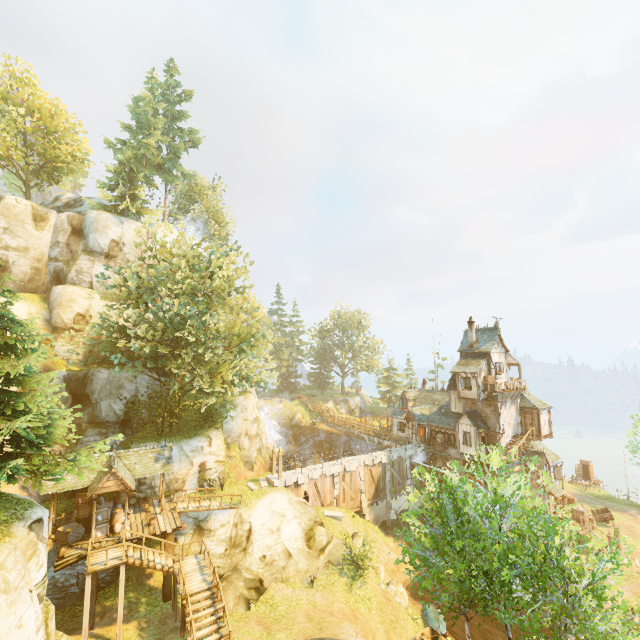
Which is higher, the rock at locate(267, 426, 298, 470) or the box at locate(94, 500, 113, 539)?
the box at locate(94, 500, 113, 539)

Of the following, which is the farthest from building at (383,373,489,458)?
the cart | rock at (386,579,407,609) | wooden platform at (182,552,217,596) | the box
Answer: the box

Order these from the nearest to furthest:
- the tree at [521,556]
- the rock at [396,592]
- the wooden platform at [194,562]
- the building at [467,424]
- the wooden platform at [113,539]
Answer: the tree at [521,556], the wooden platform at [194,562], the wooden platform at [113,539], the rock at [396,592], the building at [467,424]

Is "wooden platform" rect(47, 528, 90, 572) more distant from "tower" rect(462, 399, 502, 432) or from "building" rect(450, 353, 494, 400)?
"tower" rect(462, 399, 502, 432)

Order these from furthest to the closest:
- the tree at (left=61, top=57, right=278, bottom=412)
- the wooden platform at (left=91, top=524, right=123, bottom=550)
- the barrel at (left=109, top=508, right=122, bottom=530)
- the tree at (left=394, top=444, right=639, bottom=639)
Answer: the tree at (left=61, top=57, right=278, bottom=412) → the barrel at (left=109, top=508, right=122, bottom=530) → the wooden platform at (left=91, top=524, right=123, bottom=550) → the tree at (left=394, top=444, right=639, bottom=639)

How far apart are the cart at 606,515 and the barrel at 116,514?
43.6 meters

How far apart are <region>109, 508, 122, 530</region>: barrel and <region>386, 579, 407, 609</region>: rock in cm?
1897

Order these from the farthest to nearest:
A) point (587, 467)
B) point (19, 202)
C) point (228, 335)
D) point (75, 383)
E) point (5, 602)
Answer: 1. point (587, 467)
2. point (228, 335)
3. point (19, 202)
4. point (75, 383)
5. point (5, 602)
